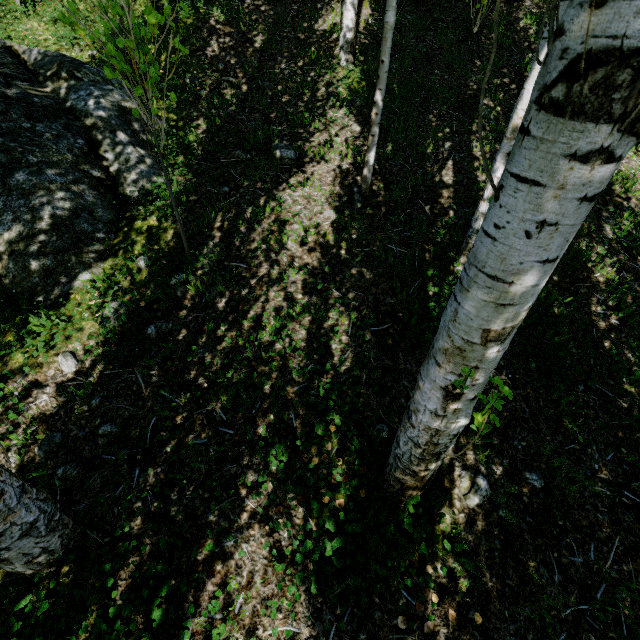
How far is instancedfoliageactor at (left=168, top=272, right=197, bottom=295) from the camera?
2.9 meters

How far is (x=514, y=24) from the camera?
5.4m

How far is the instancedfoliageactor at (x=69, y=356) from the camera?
2.5 meters

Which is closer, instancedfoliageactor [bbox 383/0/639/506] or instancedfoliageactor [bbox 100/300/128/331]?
instancedfoliageactor [bbox 383/0/639/506]

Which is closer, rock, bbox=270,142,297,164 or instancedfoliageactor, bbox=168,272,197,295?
instancedfoliageactor, bbox=168,272,197,295

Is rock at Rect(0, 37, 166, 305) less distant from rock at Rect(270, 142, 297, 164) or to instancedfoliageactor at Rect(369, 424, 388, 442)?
instancedfoliageactor at Rect(369, 424, 388, 442)

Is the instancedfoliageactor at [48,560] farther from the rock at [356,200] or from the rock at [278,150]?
the rock at [278,150]

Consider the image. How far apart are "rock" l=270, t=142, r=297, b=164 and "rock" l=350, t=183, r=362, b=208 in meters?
0.8 m
